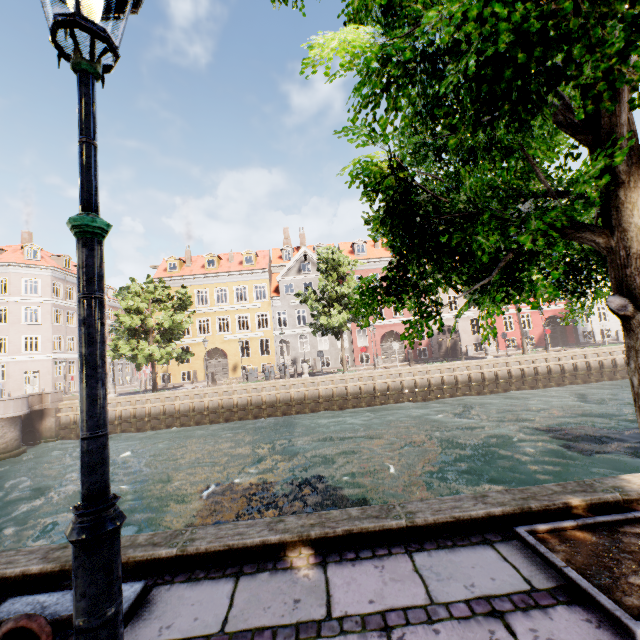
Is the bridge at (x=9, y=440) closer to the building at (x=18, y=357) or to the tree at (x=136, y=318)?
the tree at (x=136, y=318)

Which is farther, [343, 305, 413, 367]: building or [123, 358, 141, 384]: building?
[123, 358, 141, 384]: building

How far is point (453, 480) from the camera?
9.4m

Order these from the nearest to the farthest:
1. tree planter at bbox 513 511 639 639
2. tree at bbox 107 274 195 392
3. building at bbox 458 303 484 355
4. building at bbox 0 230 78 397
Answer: tree planter at bbox 513 511 639 639 → tree at bbox 107 274 195 392 → building at bbox 0 230 78 397 → building at bbox 458 303 484 355

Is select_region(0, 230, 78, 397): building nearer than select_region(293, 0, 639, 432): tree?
No

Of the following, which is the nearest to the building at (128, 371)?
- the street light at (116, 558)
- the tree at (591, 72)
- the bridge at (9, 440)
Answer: the tree at (591, 72)

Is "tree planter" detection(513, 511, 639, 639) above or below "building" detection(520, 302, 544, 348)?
below

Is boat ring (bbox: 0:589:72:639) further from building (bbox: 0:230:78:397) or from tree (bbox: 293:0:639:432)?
building (bbox: 0:230:78:397)
